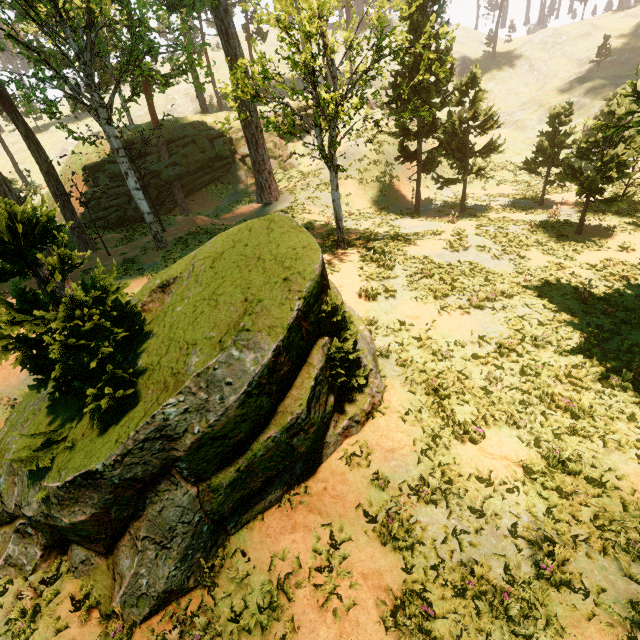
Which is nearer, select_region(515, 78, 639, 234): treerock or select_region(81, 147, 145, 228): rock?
select_region(515, 78, 639, 234): treerock

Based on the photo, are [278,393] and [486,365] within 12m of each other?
yes

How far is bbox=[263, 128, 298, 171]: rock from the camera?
34.72m

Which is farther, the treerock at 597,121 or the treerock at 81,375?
the treerock at 597,121

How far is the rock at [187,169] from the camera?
30.14m
